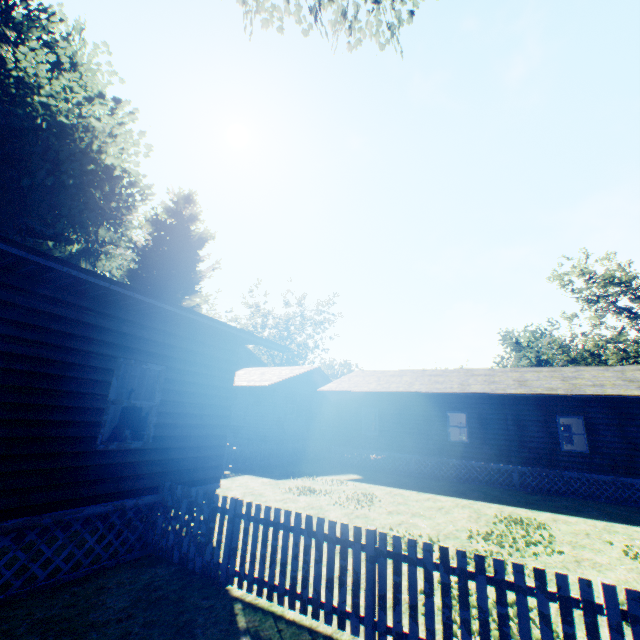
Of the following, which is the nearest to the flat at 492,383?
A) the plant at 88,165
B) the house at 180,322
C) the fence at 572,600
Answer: the fence at 572,600

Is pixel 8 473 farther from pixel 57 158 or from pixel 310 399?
pixel 310 399

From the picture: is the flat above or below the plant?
below

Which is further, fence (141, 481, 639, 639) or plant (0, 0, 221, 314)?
plant (0, 0, 221, 314)

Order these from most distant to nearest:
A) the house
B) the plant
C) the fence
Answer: the plant, the house, the fence

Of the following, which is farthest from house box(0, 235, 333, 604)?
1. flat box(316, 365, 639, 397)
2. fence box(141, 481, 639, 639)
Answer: flat box(316, 365, 639, 397)

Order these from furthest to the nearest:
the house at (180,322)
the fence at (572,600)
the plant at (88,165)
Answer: the plant at (88,165)
the house at (180,322)
the fence at (572,600)
